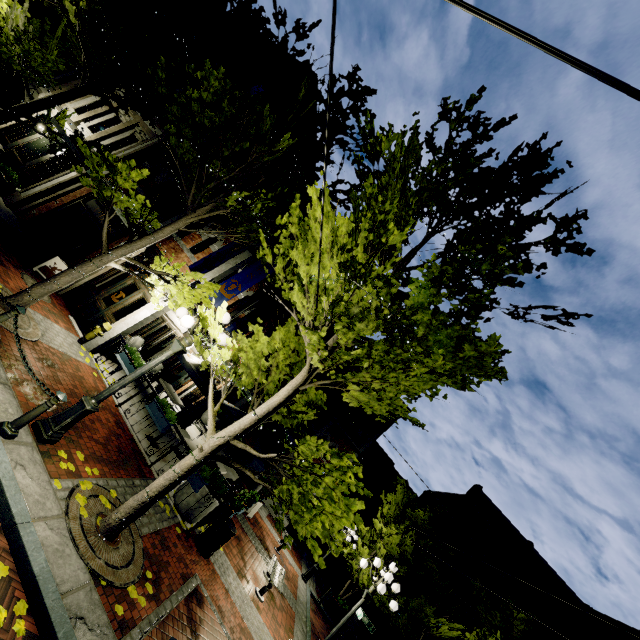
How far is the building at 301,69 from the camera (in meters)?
15.56

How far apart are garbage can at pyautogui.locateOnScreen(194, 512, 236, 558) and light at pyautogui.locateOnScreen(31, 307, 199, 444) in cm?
428

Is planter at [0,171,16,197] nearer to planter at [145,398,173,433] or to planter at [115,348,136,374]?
planter at [115,348,136,374]

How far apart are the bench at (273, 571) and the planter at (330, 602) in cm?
723

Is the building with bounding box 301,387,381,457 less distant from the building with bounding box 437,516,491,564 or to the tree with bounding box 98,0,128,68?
the tree with bounding box 98,0,128,68

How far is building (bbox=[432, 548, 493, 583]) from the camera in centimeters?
2416cm

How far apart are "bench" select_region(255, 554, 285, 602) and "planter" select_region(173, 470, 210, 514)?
Result: 3.4m

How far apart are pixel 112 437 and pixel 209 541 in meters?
3.5 m
